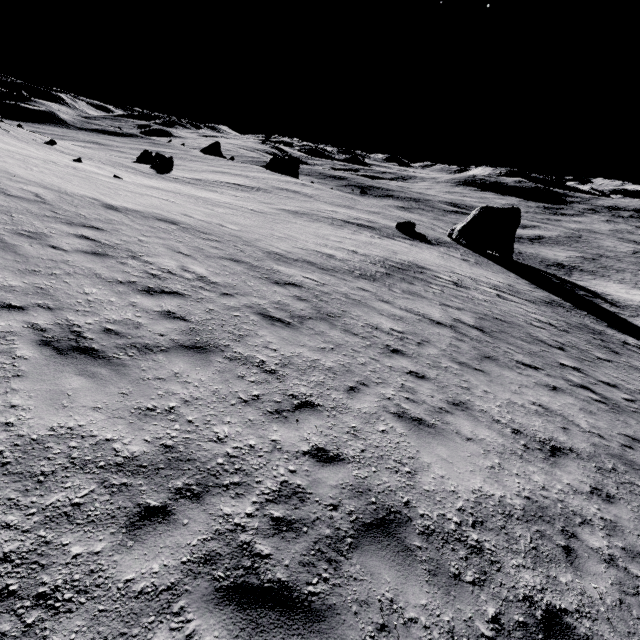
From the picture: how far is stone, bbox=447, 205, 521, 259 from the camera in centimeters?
Answer: 3950cm

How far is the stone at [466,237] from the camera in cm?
3950

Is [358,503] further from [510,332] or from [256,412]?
[510,332]
